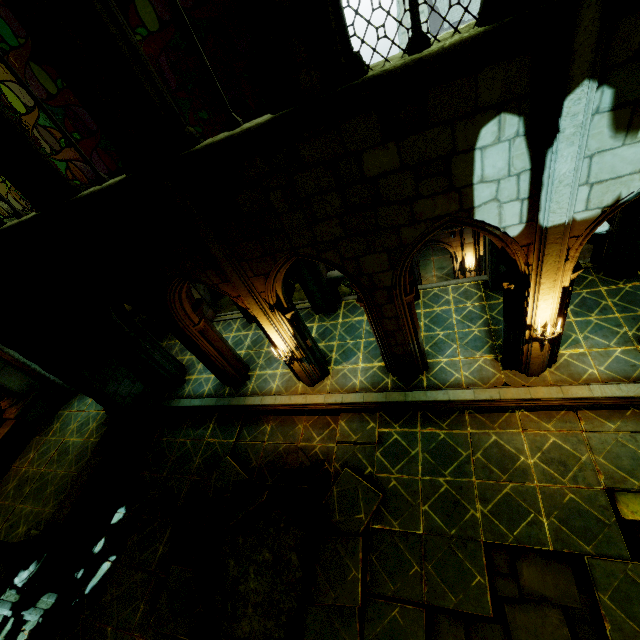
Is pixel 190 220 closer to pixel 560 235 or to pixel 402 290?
pixel 402 290

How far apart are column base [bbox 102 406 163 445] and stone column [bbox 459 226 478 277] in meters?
17.0

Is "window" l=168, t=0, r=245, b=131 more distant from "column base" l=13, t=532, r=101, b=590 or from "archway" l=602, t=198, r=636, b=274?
"column base" l=13, t=532, r=101, b=590

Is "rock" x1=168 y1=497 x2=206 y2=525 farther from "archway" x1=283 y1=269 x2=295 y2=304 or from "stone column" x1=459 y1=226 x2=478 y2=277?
"stone column" x1=459 y1=226 x2=478 y2=277

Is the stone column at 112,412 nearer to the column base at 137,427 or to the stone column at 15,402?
the column base at 137,427

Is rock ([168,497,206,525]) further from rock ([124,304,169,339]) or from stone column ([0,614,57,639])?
stone column ([0,614,57,639])

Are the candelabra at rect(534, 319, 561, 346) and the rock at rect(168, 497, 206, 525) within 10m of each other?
yes

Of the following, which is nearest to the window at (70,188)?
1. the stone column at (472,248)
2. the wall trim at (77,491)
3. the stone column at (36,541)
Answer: the stone column at (36,541)
